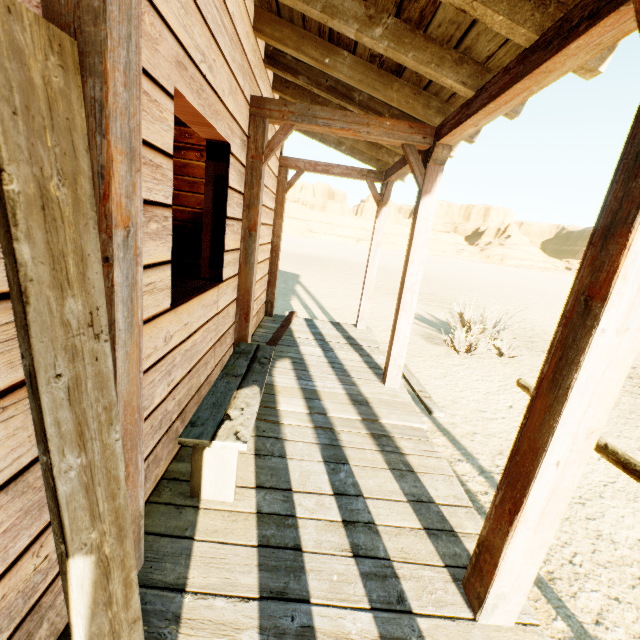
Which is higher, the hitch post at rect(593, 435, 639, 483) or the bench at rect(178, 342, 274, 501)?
the hitch post at rect(593, 435, 639, 483)

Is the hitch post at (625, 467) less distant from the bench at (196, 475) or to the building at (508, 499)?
the building at (508, 499)

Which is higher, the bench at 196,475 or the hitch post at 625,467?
the hitch post at 625,467

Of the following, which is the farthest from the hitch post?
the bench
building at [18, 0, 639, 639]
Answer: the bench

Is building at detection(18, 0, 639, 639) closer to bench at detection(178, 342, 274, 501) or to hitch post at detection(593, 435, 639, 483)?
bench at detection(178, 342, 274, 501)

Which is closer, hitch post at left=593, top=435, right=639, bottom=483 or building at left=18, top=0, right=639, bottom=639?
building at left=18, top=0, right=639, bottom=639

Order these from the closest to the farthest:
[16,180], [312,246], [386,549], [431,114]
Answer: [16,180] → [386,549] → [431,114] → [312,246]

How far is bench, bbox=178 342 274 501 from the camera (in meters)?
1.82
